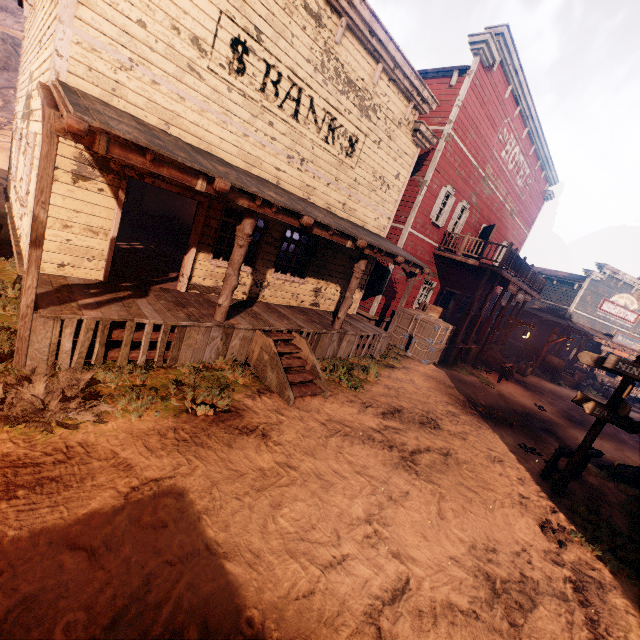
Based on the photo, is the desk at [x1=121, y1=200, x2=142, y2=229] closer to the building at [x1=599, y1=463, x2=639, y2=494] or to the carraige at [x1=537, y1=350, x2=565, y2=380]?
the building at [x1=599, y1=463, x2=639, y2=494]

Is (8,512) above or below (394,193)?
below

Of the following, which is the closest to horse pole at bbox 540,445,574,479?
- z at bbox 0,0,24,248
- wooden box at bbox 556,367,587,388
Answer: z at bbox 0,0,24,248

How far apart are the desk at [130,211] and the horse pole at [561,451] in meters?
16.1 m

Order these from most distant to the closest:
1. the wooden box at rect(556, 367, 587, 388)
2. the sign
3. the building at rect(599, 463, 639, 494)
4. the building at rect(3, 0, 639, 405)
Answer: the wooden box at rect(556, 367, 587, 388) → the building at rect(599, 463, 639, 494) → the sign → the building at rect(3, 0, 639, 405)

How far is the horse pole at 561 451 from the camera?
7.2m

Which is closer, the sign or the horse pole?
the sign

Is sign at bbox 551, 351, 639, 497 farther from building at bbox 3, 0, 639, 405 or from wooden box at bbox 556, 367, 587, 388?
wooden box at bbox 556, 367, 587, 388
